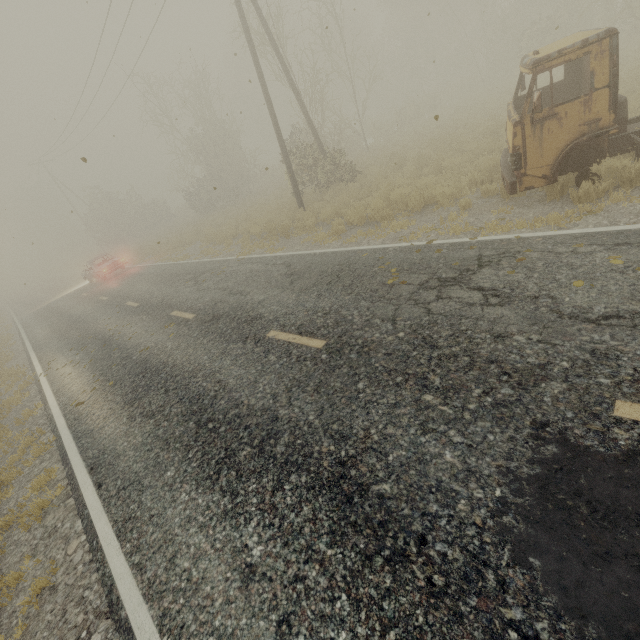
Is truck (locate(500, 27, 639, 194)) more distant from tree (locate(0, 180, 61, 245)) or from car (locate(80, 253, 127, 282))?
tree (locate(0, 180, 61, 245))

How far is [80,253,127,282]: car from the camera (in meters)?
20.48

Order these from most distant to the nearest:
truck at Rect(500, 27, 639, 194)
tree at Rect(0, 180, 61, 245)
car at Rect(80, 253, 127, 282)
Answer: tree at Rect(0, 180, 61, 245)
car at Rect(80, 253, 127, 282)
truck at Rect(500, 27, 639, 194)

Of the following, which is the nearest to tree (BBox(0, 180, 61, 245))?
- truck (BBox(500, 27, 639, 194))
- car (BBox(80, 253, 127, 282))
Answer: car (BBox(80, 253, 127, 282))

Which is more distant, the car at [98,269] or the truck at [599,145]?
the car at [98,269]

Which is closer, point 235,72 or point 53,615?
point 53,615

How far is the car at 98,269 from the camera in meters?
20.5
